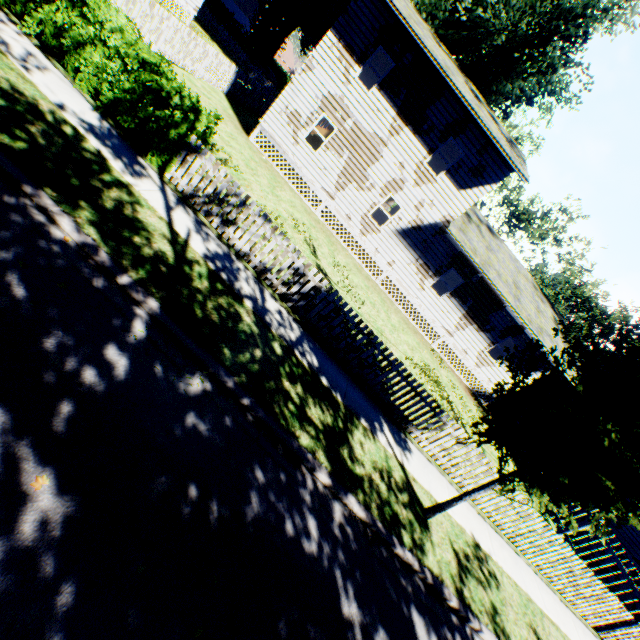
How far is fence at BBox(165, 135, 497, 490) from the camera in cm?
760

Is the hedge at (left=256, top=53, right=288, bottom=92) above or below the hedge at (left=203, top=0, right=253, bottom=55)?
above

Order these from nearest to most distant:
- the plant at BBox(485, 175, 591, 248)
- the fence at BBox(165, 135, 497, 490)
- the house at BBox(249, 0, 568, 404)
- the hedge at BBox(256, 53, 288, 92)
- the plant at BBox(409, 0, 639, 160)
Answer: the fence at BBox(165, 135, 497, 490) → the house at BBox(249, 0, 568, 404) → the plant at BBox(409, 0, 639, 160) → the plant at BBox(485, 175, 591, 248) → the hedge at BBox(256, 53, 288, 92)

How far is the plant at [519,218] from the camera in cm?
4700

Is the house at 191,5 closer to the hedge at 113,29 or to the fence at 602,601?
the fence at 602,601

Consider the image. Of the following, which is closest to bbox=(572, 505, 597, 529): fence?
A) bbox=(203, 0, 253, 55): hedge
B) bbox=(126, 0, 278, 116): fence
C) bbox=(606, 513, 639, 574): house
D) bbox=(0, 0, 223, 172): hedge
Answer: bbox=(606, 513, 639, 574): house

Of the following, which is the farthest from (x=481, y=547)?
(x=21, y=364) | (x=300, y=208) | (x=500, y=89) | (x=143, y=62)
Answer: (x=500, y=89)

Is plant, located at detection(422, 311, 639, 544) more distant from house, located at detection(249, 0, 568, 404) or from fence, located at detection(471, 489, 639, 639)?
fence, located at detection(471, 489, 639, 639)
